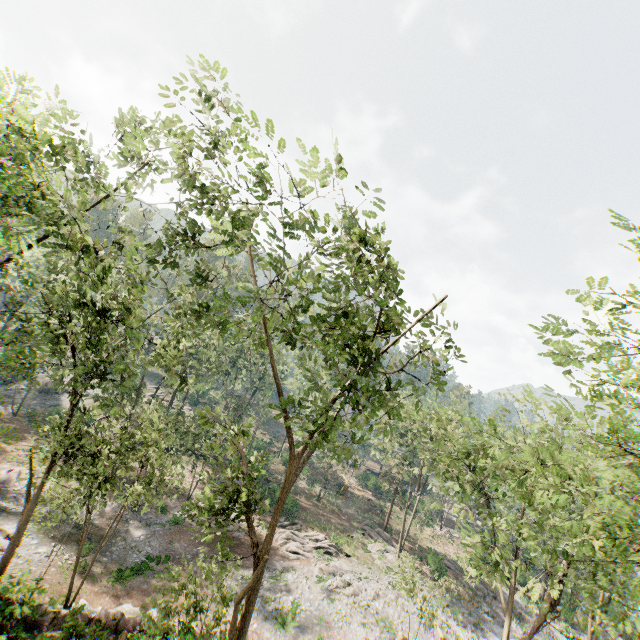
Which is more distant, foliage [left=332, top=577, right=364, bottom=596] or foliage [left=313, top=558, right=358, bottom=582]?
foliage [left=313, top=558, right=358, bottom=582]

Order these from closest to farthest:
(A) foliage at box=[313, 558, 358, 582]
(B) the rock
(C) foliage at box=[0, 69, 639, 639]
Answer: (C) foliage at box=[0, 69, 639, 639]
(B) the rock
(A) foliage at box=[313, 558, 358, 582]

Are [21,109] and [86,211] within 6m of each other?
yes

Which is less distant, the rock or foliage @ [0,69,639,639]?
foliage @ [0,69,639,639]

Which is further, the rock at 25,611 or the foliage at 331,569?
the foliage at 331,569
